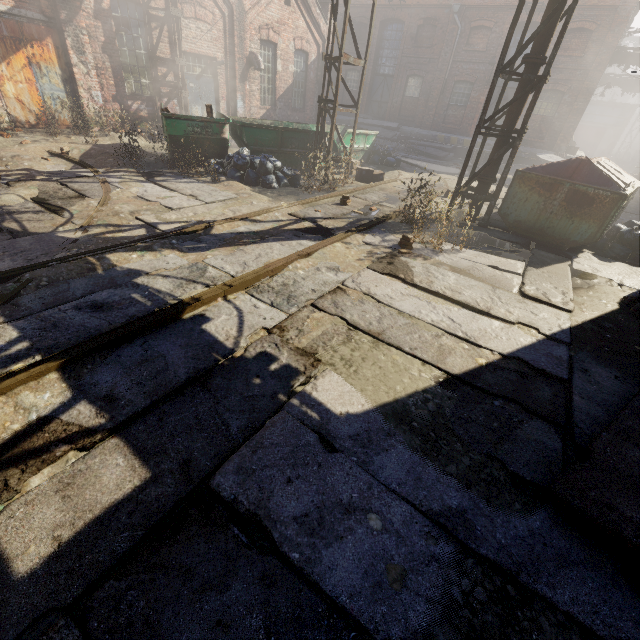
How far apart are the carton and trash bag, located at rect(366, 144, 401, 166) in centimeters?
299cm

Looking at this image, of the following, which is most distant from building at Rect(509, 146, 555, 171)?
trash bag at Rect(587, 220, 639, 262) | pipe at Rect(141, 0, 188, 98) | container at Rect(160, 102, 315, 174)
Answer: pipe at Rect(141, 0, 188, 98)

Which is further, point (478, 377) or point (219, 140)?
point (219, 140)

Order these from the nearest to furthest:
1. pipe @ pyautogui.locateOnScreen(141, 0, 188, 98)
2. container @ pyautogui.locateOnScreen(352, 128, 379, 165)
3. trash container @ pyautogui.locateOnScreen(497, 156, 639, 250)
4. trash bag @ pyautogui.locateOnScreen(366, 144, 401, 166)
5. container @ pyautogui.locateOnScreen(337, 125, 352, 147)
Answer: trash container @ pyautogui.locateOnScreen(497, 156, 639, 250) < pipe @ pyautogui.locateOnScreen(141, 0, 188, 98) < container @ pyautogui.locateOnScreen(337, 125, 352, 147) < container @ pyautogui.locateOnScreen(352, 128, 379, 165) < trash bag @ pyautogui.locateOnScreen(366, 144, 401, 166)

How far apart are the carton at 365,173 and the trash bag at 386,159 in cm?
299

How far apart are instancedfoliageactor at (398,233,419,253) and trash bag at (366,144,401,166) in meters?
9.6

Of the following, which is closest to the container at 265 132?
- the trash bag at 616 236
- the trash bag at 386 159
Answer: the trash bag at 386 159

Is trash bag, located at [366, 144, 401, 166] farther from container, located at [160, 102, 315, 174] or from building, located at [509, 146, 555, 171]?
building, located at [509, 146, 555, 171]
